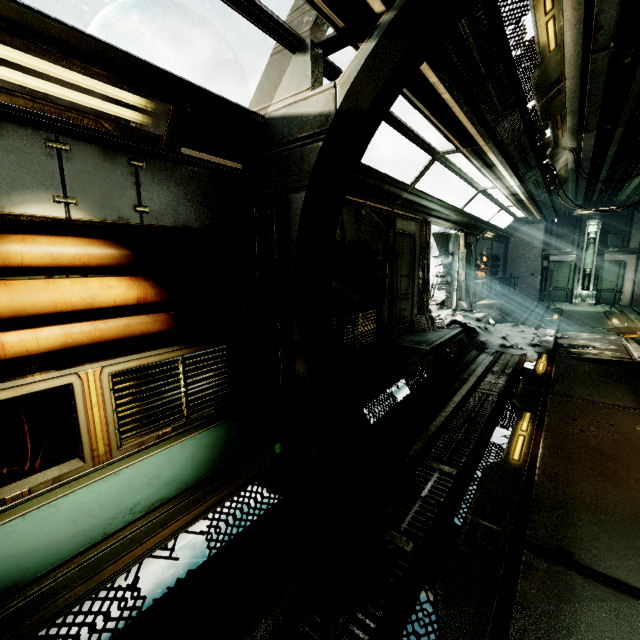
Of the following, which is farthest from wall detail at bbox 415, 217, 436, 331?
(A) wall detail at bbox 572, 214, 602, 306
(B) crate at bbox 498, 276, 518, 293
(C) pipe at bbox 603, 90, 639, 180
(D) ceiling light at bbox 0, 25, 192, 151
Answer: (A) wall detail at bbox 572, 214, 602, 306

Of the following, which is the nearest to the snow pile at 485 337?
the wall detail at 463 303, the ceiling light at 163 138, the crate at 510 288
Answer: the wall detail at 463 303

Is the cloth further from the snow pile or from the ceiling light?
the ceiling light

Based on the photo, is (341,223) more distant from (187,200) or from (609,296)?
(609,296)

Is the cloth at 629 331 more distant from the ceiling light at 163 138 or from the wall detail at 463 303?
the ceiling light at 163 138

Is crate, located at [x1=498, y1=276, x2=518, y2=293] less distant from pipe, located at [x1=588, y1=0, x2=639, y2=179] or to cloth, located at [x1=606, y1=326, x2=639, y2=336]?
pipe, located at [x1=588, y1=0, x2=639, y2=179]

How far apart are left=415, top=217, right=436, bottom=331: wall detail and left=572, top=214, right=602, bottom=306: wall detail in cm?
1174

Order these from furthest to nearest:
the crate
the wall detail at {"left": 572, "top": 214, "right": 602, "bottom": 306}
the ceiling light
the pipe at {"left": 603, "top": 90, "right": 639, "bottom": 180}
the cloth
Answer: the crate
the wall detail at {"left": 572, "top": 214, "right": 602, "bottom": 306}
the cloth
the pipe at {"left": 603, "top": 90, "right": 639, "bottom": 180}
the ceiling light
